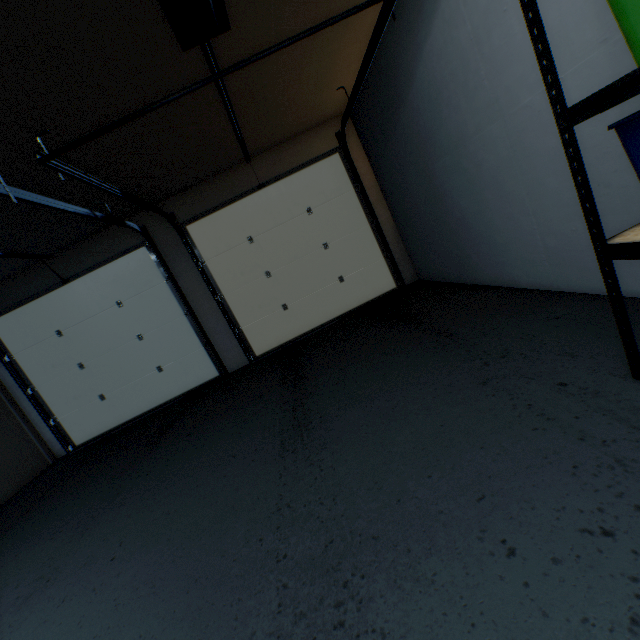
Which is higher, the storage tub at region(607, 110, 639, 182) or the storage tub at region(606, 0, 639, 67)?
the storage tub at region(606, 0, 639, 67)

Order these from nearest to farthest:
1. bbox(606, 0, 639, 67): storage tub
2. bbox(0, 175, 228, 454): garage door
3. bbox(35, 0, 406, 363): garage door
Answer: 1. bbox(606, 0, 639, 67): storage tub
2. bbox(35, 0, 406, 363): garage door
3. bbox(0, 175, 228, 454): garage door

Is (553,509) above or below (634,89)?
below

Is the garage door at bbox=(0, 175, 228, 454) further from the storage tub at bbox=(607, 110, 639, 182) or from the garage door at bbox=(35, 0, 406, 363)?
the storage tub at bbox=(607, 110, 639, 182)

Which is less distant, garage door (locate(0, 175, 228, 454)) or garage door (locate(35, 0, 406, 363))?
garage door (locate(35, 0, 406, 363))

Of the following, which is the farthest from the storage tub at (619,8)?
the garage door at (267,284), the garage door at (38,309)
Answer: → the garage door at (38,309)

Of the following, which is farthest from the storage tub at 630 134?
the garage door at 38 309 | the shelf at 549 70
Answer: the garage door at 38 309

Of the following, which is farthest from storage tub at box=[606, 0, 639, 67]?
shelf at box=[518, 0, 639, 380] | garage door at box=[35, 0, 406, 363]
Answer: garage door at box=[35, 0, 406, 363]
